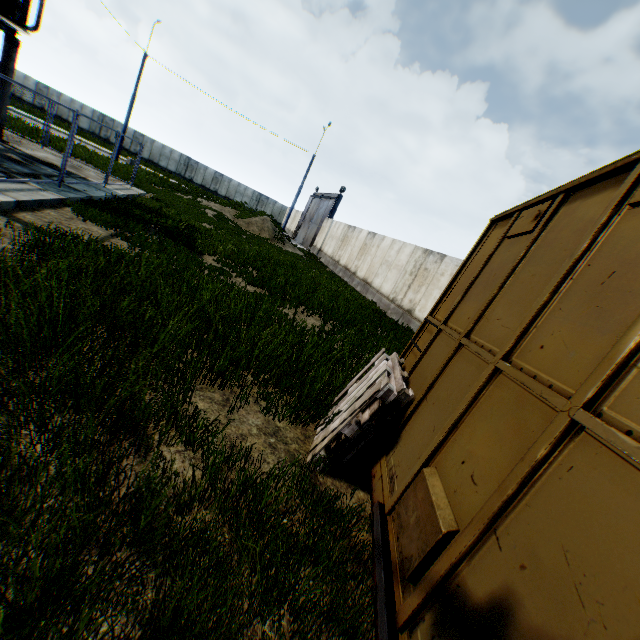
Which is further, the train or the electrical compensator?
the electrical compensator

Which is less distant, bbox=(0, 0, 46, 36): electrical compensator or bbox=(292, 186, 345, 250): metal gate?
bbox=(0, 0, 46, 36): electrical compensator

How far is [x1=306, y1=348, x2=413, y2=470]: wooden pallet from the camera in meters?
3.4 m

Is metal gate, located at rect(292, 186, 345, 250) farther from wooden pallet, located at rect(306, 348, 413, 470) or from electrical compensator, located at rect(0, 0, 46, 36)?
wooden pallet, located at rect(306, 348, 413, 470)

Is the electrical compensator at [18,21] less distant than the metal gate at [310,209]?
Yes

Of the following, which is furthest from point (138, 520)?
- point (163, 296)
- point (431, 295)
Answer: point (431, 295)

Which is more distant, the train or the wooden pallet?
the wooden pallet

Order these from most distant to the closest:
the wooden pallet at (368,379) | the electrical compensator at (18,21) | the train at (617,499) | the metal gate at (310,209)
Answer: the metal gate at (310,209)
the electrical compensator at (18,21)
the wooden pallet at (368,379)
the train at (617,499)
